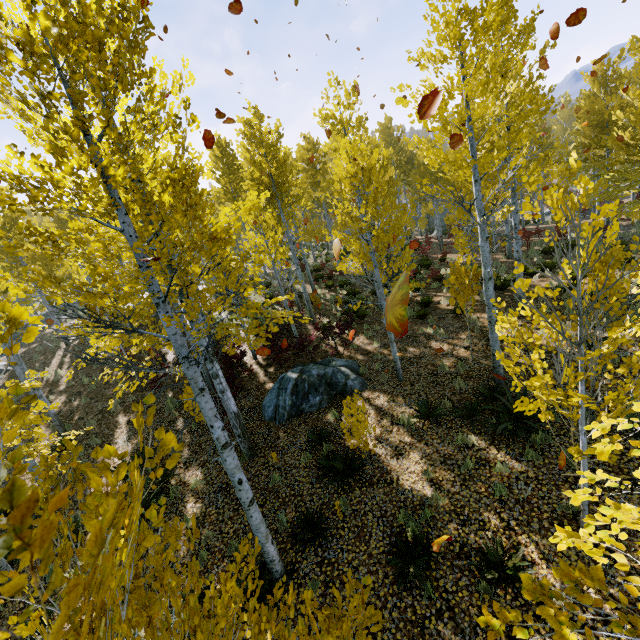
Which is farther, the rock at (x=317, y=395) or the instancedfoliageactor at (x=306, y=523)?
the rock at (x=317, y=395)

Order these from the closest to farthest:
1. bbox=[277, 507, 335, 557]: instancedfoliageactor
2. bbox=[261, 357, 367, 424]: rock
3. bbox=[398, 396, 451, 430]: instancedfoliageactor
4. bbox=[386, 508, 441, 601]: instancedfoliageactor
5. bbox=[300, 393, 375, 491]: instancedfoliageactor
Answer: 1. bbox=[386, 508, 441, 601]: instancedfoliageactor
2. bbox=[277, 507, 335, 557]: instancedfoliageactor
3. bbox=[300, 393, 375, 491]: instancedfoliageactor
4. bbox=[398, 396, 451, 430]: instancedfoliageactor
5. bbox=[261, 357, 367, 424]: rock

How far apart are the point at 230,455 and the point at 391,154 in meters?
30.0

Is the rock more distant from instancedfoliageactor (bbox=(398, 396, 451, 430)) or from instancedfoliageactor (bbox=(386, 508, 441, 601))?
instancedfoliageactor (bbox=(398, 396, 451, 430))

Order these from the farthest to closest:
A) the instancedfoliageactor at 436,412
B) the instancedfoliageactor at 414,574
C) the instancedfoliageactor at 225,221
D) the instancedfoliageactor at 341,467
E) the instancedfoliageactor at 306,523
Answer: the instancedfoliageactor at 436,412, the instancedfoliageactor at 341,467, the instancedfoliageactor at 306,523, the instancedfoliageactor at 414,574, the instancedfoliageactor at 225,221
